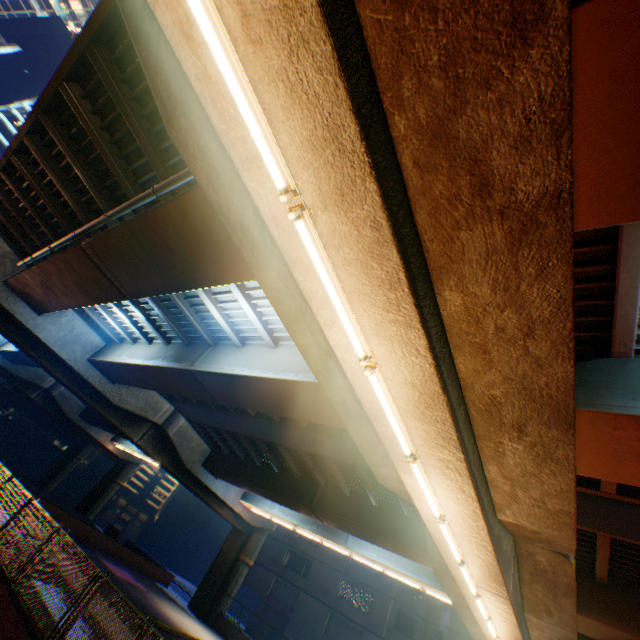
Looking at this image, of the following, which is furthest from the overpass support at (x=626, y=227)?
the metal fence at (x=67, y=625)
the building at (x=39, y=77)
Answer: the building at (x=39, y=77)

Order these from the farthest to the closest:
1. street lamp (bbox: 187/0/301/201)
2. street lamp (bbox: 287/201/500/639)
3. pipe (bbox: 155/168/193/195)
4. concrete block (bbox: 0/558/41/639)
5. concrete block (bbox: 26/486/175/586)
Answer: concrete block (bbox: 26/486/175/586)
pipe (bbox: 155/168/193/195)
concrete block (bbox: 0/558/41/639)
street lamp (bbox: 287/201/500/639)
street lamp (bbox: 187/0/301/201)

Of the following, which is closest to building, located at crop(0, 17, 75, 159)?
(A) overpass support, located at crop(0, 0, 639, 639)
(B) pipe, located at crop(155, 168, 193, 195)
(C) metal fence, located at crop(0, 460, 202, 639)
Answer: (A) overpass support, located at crop(0, 0, 639, 639)

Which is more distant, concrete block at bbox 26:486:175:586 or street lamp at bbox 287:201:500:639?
concrete block at bbox 26:486:175:586

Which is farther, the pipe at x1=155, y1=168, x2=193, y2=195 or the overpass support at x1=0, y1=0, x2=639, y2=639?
the pipe at x1=155, y1=168, x2=193, y2=195

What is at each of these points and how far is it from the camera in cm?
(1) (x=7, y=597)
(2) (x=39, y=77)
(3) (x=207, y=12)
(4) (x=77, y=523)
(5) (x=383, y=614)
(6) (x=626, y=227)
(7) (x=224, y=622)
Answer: (1) concrete block, 686
(2) building, 4866
(3) street lamp, 264
(4) concrete block, 2400
(5) building, 2948
(6) overpass support, 452
(7) concrete block, 2467

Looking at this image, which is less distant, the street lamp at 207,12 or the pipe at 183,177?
the street lamp at 207,12

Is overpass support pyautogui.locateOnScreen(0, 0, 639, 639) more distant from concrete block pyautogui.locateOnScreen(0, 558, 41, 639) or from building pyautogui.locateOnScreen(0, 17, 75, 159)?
building pyautogui.locateOnScreen(0, 17, 75, 159)
